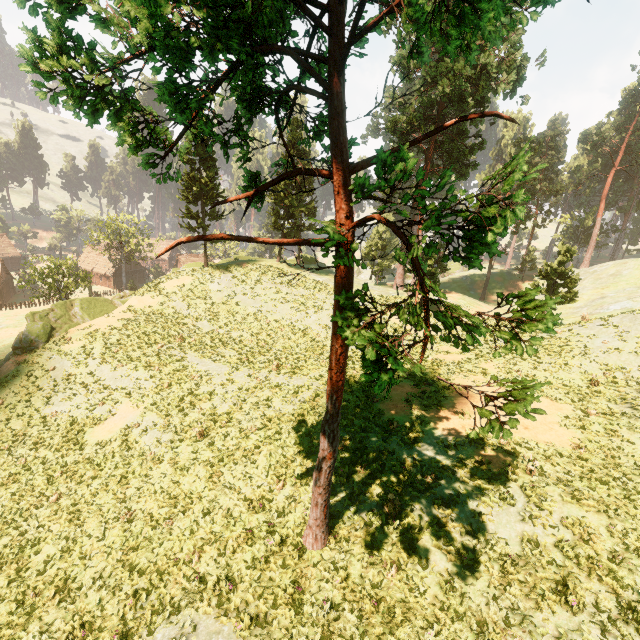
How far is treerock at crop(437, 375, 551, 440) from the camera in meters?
3.8

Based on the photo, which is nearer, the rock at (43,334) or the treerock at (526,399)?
the treerock at (526,399)

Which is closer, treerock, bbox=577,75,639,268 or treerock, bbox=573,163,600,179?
treerock, bbox=577,75,639,268

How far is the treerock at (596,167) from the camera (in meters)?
55.50

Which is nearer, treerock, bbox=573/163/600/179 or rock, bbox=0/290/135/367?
rock, bbox=0/290/135/367

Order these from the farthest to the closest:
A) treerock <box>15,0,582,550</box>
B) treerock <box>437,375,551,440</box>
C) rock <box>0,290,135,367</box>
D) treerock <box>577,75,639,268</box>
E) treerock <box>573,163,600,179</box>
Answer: treerock <box>573,163,600,179</box>
treerock <box>577,75,639,268</box>
rock <box>0,290,135,367</box>
treerock <box>15,0,582,550</box>
treerock <box>437,375,551,440</box>

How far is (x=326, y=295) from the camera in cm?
3600
